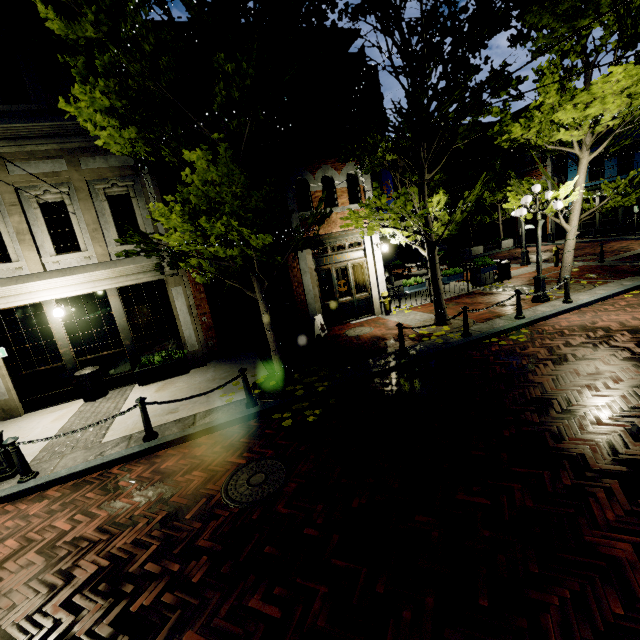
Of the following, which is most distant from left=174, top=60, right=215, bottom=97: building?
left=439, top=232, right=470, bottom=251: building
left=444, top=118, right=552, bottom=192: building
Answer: left=439, top=232, right=470, bottom=251: building

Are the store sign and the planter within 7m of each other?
yes

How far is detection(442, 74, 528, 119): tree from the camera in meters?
8.1 m

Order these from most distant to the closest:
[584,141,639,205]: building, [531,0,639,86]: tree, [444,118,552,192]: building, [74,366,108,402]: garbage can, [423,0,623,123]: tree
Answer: [444,118,552,192]: building
[584,141,639,205]: building
[74,366,108,402]: garbage can
[531,0,639,86]: tree
[423,0,623,123]: tree

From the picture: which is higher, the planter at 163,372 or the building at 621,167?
the building at 621,167

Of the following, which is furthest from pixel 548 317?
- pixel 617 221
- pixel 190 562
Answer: pixel 617 221

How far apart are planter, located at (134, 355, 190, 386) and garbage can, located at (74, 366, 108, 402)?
0.80m

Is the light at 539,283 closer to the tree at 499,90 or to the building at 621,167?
the tree at 499,90
